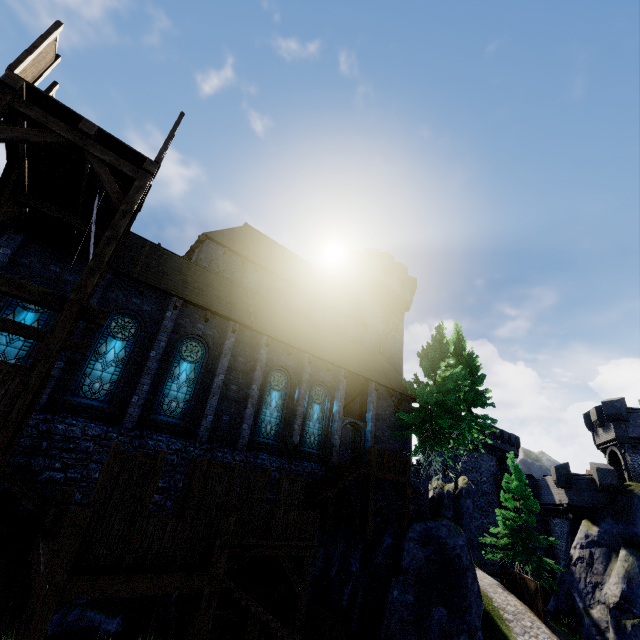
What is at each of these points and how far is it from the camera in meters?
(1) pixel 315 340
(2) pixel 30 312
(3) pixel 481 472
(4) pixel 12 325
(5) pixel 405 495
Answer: (1) building, 20.9
(2) window glass, 11.8
(3) building, 43.0
(4) wooden beam, 8.9
(5) walkway, 17.4

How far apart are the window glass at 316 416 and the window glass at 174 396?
6.5 meters

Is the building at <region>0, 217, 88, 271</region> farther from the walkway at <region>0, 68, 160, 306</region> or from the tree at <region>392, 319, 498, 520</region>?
the tree at <region>392, 319, 498, 520</region>

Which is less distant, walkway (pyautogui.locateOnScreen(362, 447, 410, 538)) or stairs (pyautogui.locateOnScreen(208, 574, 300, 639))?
stairs (pyautogui.locateOnScreen(208, 574, 300, 639))

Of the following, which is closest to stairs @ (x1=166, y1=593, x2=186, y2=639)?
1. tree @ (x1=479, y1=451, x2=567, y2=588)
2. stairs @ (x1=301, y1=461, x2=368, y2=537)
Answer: stairs @ (x1=301, y1=461, x2=368, y2=537)

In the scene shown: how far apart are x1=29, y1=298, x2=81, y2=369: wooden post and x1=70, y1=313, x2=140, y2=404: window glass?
6.8 meters

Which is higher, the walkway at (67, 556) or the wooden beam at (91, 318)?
the wooden beam at (91, 318)

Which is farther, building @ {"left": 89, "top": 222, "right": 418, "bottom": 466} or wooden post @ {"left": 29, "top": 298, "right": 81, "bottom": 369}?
building @ {"left": 89, "top": 222, "right": 418, "bottom": 466}
